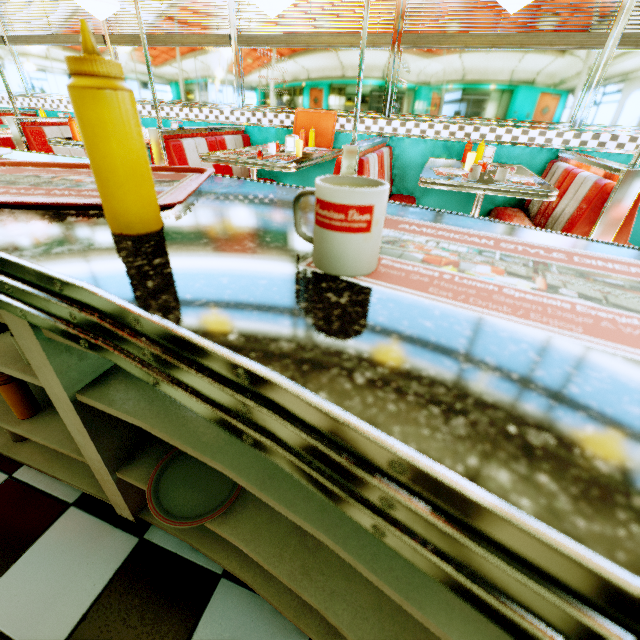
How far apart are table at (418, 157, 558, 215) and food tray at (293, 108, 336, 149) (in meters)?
1.21

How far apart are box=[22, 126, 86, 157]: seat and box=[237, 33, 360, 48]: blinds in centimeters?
215cm

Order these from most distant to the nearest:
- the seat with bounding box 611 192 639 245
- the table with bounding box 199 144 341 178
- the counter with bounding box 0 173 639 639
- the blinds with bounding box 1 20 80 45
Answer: the blinds with bounding box 1 20 80 45 < the table with bounding box 199 144 341 178 < the seat with bounding box 611 192 639 245 < the counter with bounding box 0 173 639 639

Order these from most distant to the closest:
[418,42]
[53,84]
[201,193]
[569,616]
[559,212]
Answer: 1. [53,84]
2. [418,42]
3. [559,212]
4. [201,193]
5. [569,616]

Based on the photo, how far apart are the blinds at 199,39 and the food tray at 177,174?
4.34m

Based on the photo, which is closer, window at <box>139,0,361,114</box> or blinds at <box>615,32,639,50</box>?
blinds at <box>615,32,639,50</box>

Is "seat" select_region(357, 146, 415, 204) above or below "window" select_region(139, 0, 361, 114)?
below

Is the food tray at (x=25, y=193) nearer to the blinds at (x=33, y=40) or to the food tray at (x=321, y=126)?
the food tray at (x=321, y=126)
